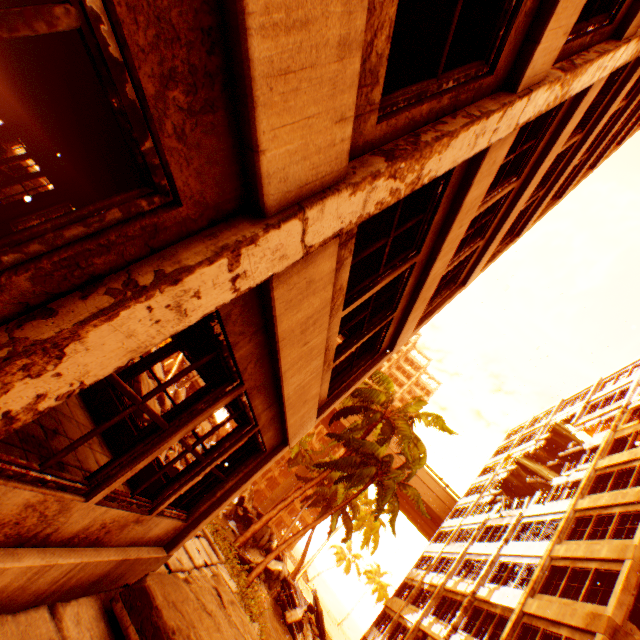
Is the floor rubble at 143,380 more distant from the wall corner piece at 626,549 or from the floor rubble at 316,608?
the floor rubble at 316,608

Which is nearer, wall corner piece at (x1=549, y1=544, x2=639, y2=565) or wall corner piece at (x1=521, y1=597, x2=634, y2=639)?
wall corner piece at (x1=521, y1=597, x2=634, y2=639)

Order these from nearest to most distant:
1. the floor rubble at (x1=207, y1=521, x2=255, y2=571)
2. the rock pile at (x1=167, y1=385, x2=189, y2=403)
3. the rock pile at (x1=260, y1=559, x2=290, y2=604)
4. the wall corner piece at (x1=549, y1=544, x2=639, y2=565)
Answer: the floor rubble at (x1=207, y1=521, x2=255, y2=571), the wall corner piece at (x1=549, y1=544, x2=639, y2=565), the rock pile at (x1=260, y1=559, x2=290, y2=604), the rock pile at (x1=167, y1=385, x2=189, y2=403)

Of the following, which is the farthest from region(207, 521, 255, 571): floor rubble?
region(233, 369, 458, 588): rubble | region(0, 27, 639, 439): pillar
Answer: region(0, 27, 639, 439): pillar

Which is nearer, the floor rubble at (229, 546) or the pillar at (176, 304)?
the pillar at (176, 304)

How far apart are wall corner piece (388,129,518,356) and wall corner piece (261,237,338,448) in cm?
221

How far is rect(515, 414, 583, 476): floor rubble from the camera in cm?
2444

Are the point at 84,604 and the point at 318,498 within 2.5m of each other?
no
